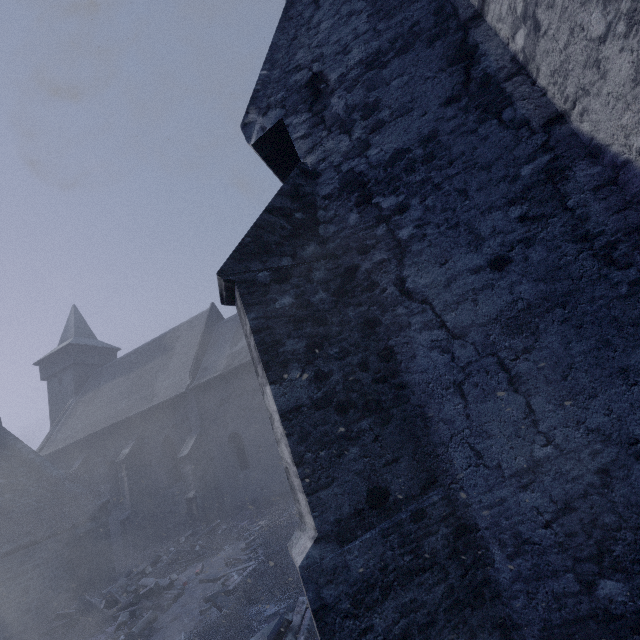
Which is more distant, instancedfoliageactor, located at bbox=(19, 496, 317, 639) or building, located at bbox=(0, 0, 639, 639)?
instancedfoliageactor, located at bbox=(19, 496, 317, 639)

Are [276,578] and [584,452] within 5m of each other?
no

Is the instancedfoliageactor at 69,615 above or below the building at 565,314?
below

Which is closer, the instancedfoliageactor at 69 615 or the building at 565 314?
the building at 565 314

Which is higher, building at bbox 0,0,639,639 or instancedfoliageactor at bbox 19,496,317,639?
building at bbox 0,0,639,639
